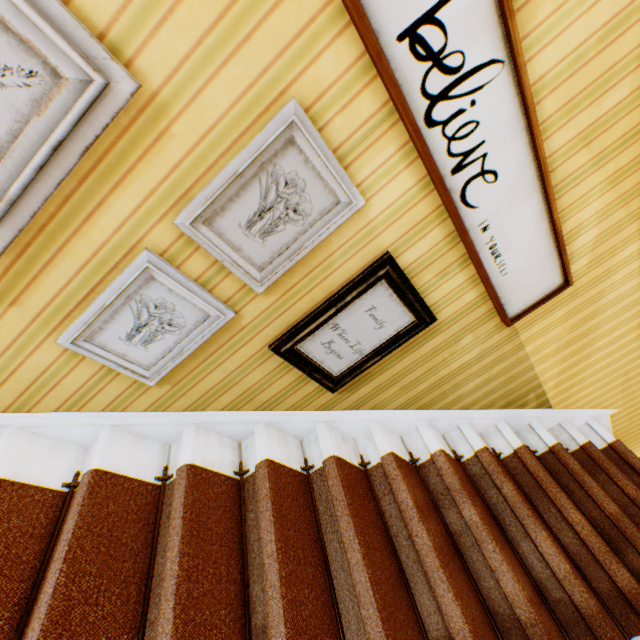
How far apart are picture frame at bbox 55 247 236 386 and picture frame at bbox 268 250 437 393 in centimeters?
25cm

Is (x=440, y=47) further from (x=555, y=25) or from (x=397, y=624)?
(x=397, y=624)

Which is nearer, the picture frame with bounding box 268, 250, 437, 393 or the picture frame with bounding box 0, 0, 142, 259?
the picture frame with bounding box 0, 0, 142, 259

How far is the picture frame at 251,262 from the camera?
1.1m

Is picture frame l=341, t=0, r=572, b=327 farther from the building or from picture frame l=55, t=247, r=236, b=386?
picture frame l=55, t=247, r=236, b=386

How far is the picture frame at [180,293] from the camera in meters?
1.3

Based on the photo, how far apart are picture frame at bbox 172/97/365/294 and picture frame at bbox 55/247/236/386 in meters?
0.1

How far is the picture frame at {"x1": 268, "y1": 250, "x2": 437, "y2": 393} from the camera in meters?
1.5 m
